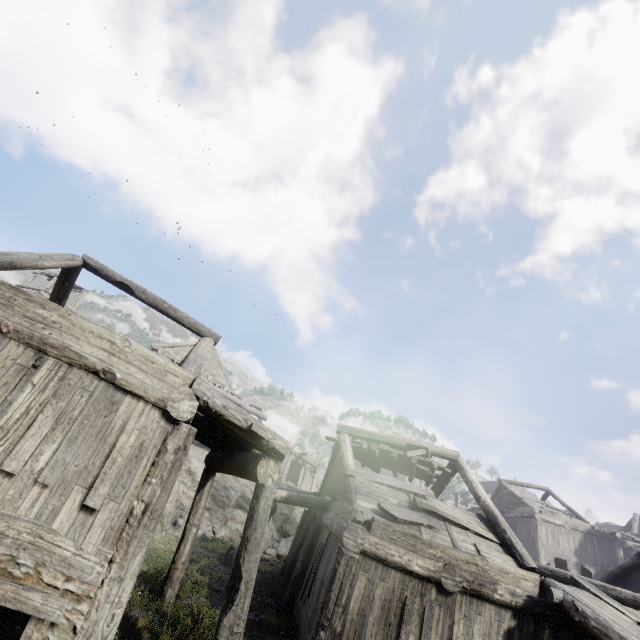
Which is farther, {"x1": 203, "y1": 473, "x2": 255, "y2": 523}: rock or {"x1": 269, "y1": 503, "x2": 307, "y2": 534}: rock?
{"x1": 269, "y1": 503, "x2": 307, "y2": 534}: rock

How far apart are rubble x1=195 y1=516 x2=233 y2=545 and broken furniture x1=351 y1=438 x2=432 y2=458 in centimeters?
1168cm

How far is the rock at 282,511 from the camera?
25.2m

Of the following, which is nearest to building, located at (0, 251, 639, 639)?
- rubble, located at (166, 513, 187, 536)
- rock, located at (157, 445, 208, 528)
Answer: rock, located at (157, 445, 208, 528)

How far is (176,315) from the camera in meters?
11.0

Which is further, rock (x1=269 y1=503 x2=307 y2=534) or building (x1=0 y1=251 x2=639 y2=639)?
rock (x1=269 y1=503 x2=307 y2=534)

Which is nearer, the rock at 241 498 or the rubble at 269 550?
the rubble at 269 550
